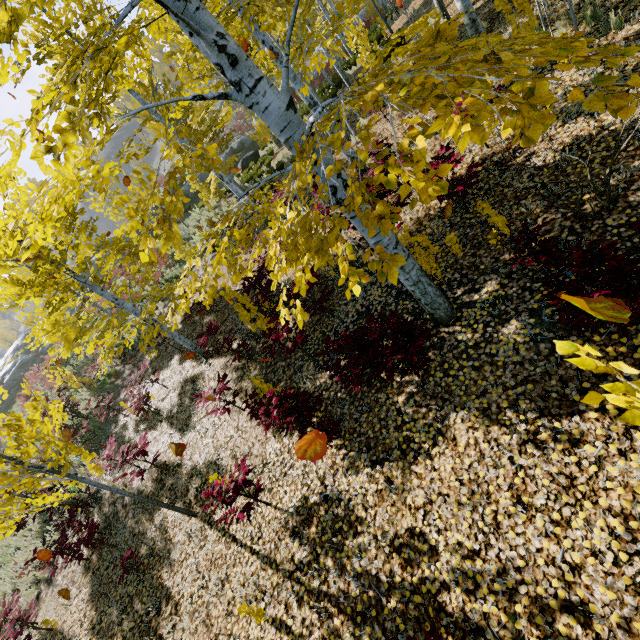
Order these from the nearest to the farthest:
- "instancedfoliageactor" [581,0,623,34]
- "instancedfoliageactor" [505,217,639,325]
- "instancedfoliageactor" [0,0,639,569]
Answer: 1. "instancedfoliageactor" [0,0,639,569]
2. "instancedfoliageactor" [505,217,639,325]
3. "instancedfoliageactor" [581,0,623,34]

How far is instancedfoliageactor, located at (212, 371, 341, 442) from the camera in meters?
4.5 m

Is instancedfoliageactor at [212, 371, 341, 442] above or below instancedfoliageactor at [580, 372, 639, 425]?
below

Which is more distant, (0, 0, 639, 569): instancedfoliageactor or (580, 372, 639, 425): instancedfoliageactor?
(0, 0, 639, 569): instancedfoliageactor

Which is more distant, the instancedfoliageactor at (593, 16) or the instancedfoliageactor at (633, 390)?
the instancedfoliageactor at (593, 16)

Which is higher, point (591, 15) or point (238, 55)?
point (238, 55)
